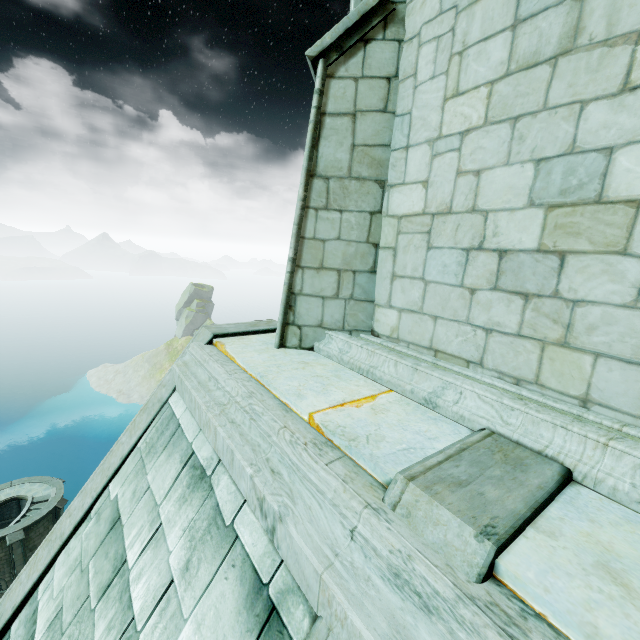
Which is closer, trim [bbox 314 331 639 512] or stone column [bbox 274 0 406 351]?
trim [bbox 314 331 639 512]

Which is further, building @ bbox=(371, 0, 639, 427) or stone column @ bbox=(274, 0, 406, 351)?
stone column @ bbox=(274, 0, 406, 351)

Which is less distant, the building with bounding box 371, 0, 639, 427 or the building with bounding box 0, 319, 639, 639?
the building with bounding box 0, 319, 639, 639

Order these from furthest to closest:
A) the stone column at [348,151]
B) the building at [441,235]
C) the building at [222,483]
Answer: the stone column at [348,151]
the building at [441,235]
the building at [222,483]

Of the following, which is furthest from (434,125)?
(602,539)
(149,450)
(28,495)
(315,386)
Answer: (28,495)

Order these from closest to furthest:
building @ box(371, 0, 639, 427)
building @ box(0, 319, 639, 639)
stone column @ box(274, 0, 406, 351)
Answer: building @ box(0, 319, 639, 639) < building @ box(371, 0, 639, 427) < stone column @ box(274, 0, 406, 351)

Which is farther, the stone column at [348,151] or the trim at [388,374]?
the stone column at [348,151]
